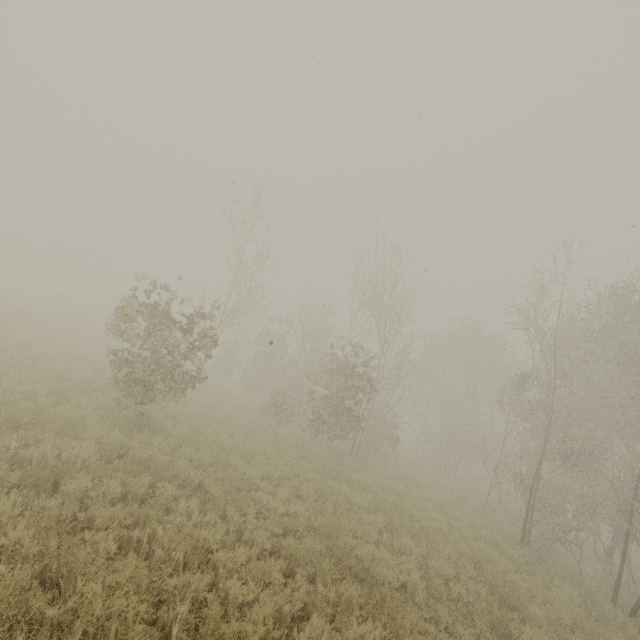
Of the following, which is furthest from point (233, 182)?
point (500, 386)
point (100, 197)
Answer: point (500, 386)

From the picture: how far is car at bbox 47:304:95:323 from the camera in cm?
3213

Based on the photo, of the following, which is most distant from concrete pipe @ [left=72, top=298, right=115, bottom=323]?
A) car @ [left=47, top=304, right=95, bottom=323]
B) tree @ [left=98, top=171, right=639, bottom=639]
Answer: tree @ [left=98, top=171, right=639, bottom=639]

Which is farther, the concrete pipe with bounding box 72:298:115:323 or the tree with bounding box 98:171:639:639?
the concrete pipe with bounding box 72:298:115:323

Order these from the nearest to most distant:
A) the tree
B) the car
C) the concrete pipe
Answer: the tree → the car → the concrete pipe

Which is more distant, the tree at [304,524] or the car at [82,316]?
the car at [82,316]

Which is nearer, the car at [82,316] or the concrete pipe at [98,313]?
the car at [82,316]
